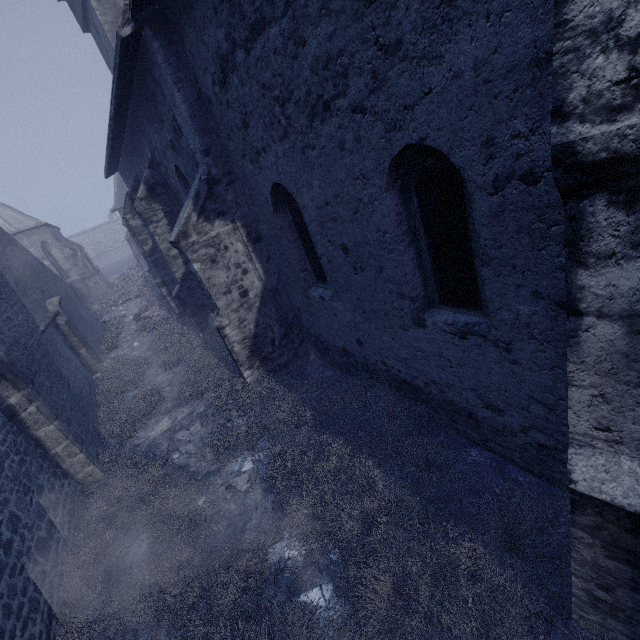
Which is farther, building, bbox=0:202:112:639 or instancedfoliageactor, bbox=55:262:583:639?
building, bbox=0:202:112:639

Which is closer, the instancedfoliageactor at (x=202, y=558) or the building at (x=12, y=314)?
the instancedfoliageactor at (x=202, y=558)

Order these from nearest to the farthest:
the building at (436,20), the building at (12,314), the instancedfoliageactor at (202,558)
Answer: the building at (436,20) → the instancedfoliageactor at (202,558) → the building at (12,314)

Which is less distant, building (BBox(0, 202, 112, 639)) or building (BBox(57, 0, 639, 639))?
building (BBox(57, 0, 639, 639))

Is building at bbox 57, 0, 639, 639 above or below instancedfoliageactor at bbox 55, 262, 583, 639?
above

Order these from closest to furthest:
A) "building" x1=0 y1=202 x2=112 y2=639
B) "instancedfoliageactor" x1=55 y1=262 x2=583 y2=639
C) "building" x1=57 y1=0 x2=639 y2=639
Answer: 1. "building" x1=57 y1=0 x2=639 y2=639
2. "instancedfoliageactor" x1=55 y1=262 x2=583 y2=639
3. "building" x1=0 y1=202 x2=112 y2=639

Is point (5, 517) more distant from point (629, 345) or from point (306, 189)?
point (629, 345)
